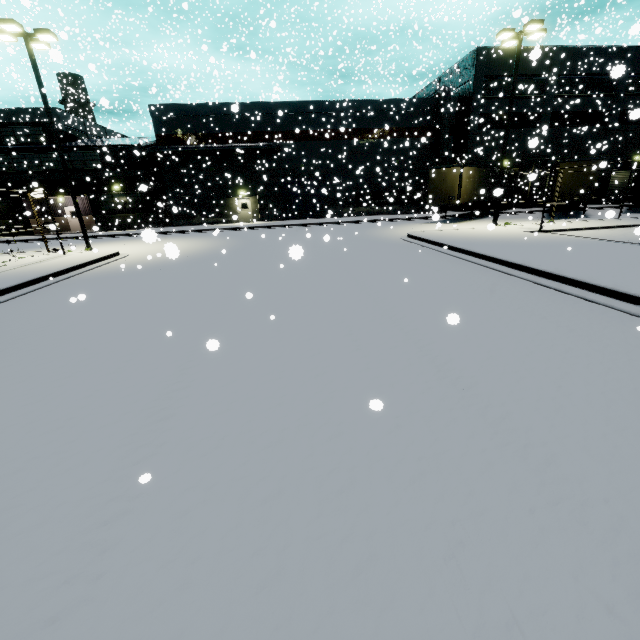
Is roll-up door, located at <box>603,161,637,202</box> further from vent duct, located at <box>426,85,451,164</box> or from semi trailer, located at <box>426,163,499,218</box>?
vent duct, located at <box>426,85,451,164</box>

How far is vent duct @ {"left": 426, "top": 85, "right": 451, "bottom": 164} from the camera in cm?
3103

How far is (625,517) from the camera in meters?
2.4 m

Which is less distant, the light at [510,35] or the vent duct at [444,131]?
the light at [510,35]

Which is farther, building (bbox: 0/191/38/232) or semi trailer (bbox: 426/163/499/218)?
building (bbox: 0/191/38/232)

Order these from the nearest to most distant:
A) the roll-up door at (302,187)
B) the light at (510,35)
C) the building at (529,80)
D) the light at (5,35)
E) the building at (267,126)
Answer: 1. the light at (5,35)
2. the light at (510,35)
3. the building at (267,126)
4. the building at (529,80)
5. the roll-up door at (302,187)

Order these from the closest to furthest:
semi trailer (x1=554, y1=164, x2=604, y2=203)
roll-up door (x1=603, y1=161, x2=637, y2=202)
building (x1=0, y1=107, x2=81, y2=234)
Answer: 1. semi trailer (x1=554, y1=164, x2=604, y2=203)
2. building (x1=0, y1=107, x2=81, y2=234)
3. roll-up door (x1=603, y1=161, x2=637, y2=202)

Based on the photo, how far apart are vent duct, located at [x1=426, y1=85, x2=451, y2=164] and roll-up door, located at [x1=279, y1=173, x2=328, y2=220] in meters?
11.4
